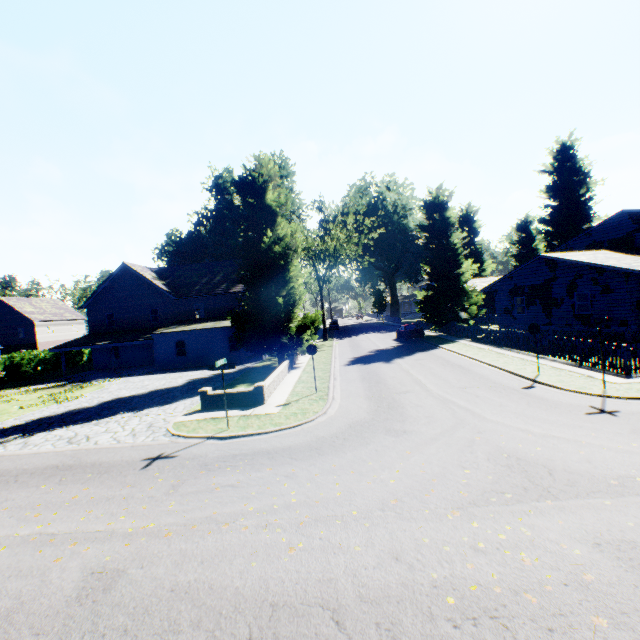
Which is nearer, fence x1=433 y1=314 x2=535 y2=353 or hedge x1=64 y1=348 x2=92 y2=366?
fence x1=433 y1=314 x2=535 y2=353

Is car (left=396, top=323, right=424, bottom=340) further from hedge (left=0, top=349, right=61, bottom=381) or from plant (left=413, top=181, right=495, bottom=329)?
hedge (left=0, top=349, right=61, bottom=381)

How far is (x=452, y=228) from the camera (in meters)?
33.28

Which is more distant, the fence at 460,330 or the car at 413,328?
the car at 413,328

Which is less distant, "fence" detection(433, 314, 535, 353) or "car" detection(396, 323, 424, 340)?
"fence" detection(433, 314, 535, 353)

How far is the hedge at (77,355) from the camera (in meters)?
41.00

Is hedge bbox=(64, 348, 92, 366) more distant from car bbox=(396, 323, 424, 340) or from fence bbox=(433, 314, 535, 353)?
fence bbox=(433, 314, 535, 353)

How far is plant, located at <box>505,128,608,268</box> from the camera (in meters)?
44.75
